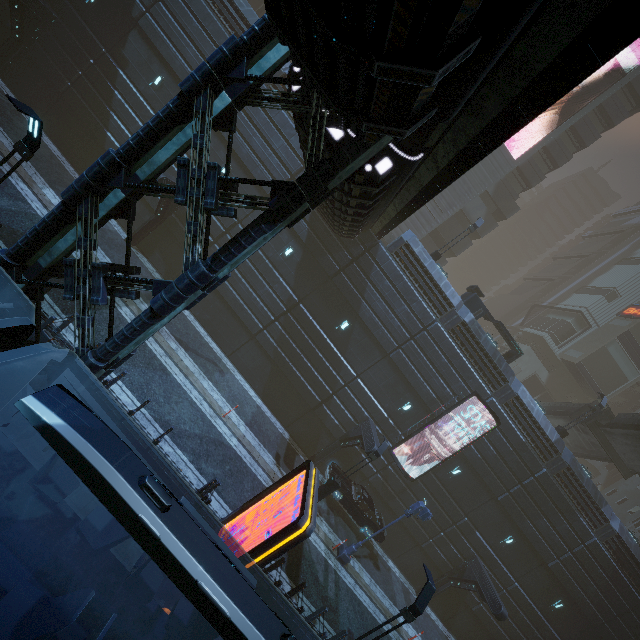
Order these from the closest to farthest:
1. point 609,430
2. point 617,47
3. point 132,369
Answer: point 617,47, point 132,369, point 609,430

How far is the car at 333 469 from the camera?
19.19m

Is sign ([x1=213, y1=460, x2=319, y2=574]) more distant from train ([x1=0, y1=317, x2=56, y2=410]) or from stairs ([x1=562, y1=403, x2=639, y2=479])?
stairs ([x1=562, y1=403, x2=639, y2=479])

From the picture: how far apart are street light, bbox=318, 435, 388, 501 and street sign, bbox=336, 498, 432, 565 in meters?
2.8 m

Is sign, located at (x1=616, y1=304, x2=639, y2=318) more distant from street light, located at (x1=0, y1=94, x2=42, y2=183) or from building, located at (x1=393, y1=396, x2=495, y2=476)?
street light, located at (x1=0, y1=94, x2=42, y2=183)

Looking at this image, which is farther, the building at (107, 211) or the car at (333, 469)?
the car at (333, 469)

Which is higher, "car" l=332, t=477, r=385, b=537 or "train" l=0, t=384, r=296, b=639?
"train" l=0, t=384, r=296, b=639
